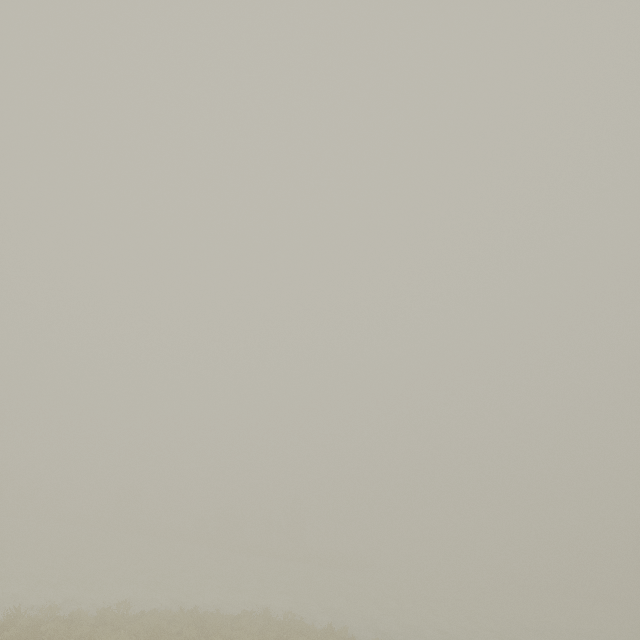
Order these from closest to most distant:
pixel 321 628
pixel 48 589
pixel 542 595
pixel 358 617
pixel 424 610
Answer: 1. pixel 321 628
2. pixel 48 589
3. pixel 358 617
4. pixel 424 610
5. pixel 542 595
